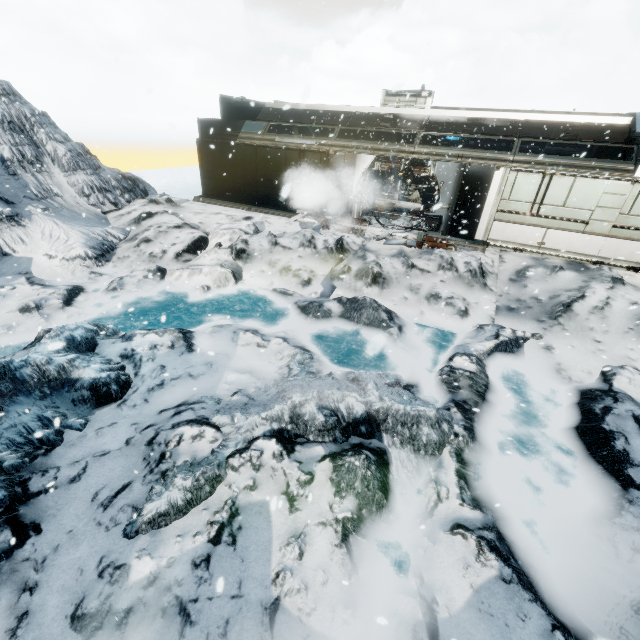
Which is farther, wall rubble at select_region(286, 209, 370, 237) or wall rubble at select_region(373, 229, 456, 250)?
wall rubble at select_region(286, 209, 370, 237)

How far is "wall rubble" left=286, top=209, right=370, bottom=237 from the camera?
13.3m

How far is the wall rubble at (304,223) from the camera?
13.3m

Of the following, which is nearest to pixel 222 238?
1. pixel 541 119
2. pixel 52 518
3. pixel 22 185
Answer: pixel 22 185

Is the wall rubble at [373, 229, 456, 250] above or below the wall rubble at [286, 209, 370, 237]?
above

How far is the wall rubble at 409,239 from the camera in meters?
12.0 m

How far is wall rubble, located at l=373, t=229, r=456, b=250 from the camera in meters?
12.0
